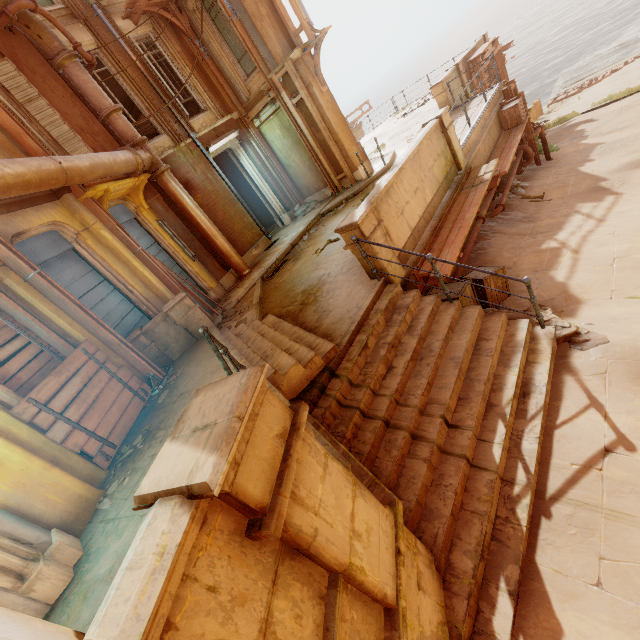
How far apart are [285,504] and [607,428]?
4.0 meters

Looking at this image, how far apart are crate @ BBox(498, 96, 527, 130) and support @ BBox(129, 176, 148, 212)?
11.29m

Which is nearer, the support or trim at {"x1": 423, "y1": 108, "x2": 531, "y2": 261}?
trim at {"x1": 423, "y1": 108, "x2": 531, "y2": 261}

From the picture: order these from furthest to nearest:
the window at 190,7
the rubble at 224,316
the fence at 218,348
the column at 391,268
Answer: the window at 190,7 → the rubble at 224,316 → the column at 391,268 → the fence at 218,348

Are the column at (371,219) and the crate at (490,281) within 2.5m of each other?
yes

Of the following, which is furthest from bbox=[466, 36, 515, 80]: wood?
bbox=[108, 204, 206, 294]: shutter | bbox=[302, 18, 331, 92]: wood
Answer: bbox=[108, 204, 206, 294]: shutter

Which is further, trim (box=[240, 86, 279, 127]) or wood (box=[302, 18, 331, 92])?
trim (box=[240, 86, 279, 127])

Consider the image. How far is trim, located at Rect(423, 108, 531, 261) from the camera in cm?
647
